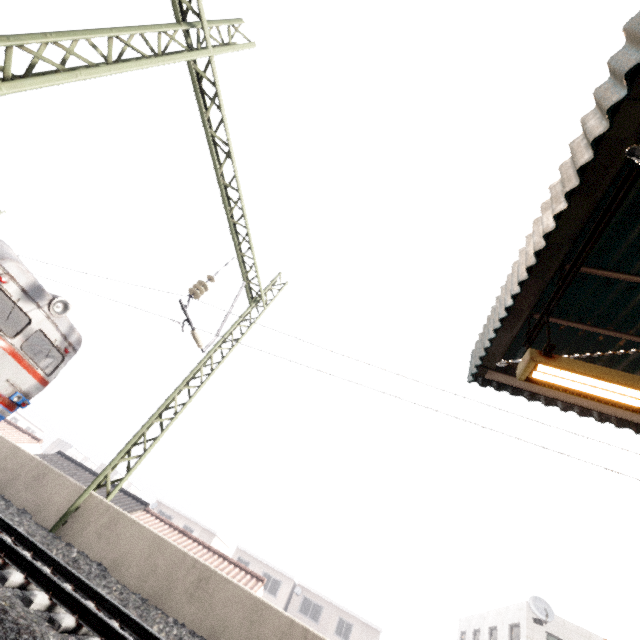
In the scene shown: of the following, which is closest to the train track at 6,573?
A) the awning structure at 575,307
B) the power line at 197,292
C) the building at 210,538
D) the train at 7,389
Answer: the train at 7,389

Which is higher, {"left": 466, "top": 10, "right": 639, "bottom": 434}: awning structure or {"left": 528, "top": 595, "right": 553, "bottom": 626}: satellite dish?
{"left": 528, "top": 595, "right": 553, "bottom": 626}: satellite dish

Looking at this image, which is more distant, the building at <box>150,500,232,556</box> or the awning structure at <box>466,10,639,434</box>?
the building at <box>150,500,232,556</box>

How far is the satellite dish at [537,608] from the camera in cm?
1391

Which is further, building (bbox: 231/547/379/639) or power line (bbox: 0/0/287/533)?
building (bbox: 231/547/379/639)

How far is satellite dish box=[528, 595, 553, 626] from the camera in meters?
13.9 m

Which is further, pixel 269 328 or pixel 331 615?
pixel 331 615

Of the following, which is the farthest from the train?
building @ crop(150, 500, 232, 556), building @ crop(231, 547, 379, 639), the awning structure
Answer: building @ crop(231, 547, 379, 639)
